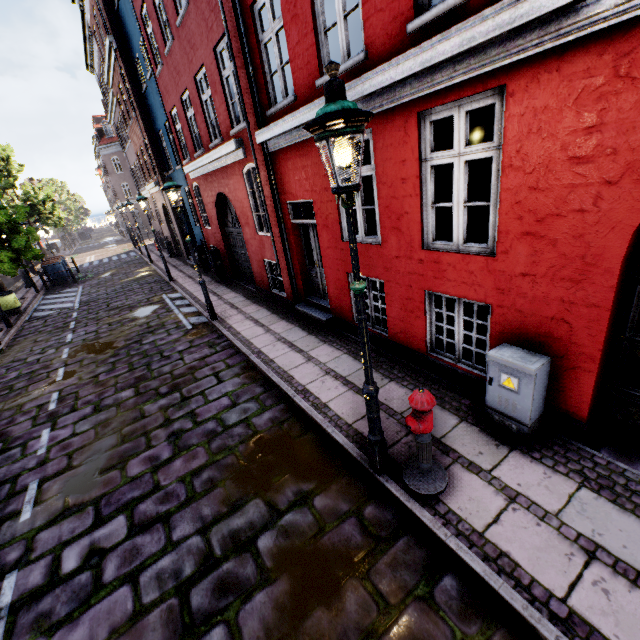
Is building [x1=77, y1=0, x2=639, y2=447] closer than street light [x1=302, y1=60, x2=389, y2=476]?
No

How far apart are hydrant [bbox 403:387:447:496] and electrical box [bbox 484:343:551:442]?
1.0m

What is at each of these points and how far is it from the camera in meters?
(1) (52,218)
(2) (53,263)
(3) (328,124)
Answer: (1) tree, 26.5
(2) trash bin, 18.7
(3) street light, 2.2

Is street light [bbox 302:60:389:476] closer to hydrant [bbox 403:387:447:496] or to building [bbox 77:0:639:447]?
hydrant [bbox 403:387:447:496]

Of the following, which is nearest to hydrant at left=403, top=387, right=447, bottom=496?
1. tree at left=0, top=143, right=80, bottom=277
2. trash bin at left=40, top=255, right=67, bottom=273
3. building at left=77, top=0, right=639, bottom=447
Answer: building at left=77, top=0, right=639, bottom=447

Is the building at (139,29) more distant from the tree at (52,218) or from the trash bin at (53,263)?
the trash bin at (53,263)

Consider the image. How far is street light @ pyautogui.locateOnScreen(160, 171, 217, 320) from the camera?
7.8m

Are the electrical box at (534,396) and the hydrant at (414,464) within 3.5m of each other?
yes
